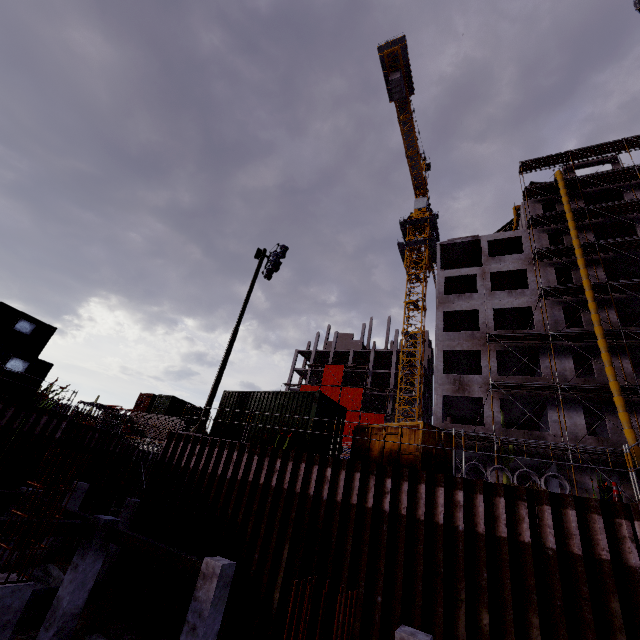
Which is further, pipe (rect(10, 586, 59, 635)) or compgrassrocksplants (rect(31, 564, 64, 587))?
compgrassrocksplants (rect(31, 564, 64, 587))

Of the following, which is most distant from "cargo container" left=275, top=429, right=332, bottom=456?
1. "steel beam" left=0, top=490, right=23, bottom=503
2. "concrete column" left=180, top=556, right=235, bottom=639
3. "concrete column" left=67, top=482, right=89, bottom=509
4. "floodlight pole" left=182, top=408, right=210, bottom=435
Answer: "concrete column" left=67, top=482, right=89, bottom=509

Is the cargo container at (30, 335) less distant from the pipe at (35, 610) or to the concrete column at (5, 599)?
the pipe at (35, 610)

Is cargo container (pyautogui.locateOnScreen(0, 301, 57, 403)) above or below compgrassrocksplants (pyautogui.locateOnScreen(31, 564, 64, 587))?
above

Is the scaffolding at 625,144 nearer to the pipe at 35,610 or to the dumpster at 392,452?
the dumpster at 392,452

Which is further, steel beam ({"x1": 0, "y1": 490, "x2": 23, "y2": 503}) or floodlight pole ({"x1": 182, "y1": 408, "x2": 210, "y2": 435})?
floodlight pole ({"x1": 182, "y1": 408, "x2": 210, "y2": 435})

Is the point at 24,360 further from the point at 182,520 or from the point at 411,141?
the point at 411,141
